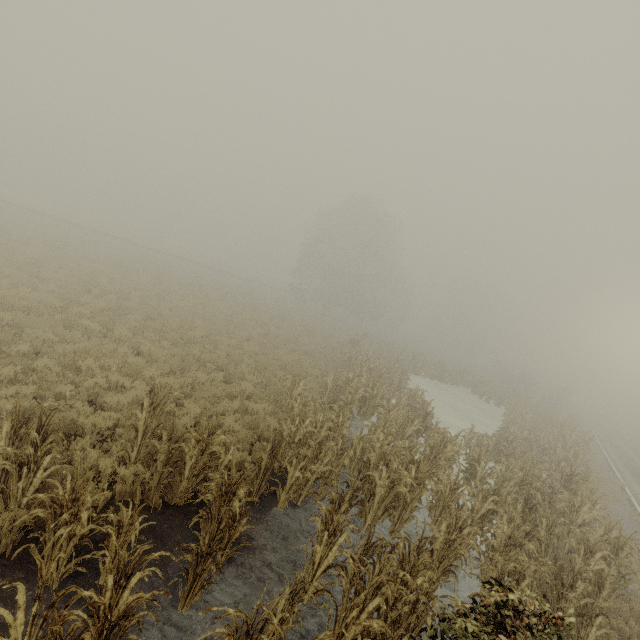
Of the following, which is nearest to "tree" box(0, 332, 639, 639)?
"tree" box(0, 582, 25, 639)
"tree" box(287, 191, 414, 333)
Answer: "tree" box(0, 582, 25, 639)

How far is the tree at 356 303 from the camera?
40.5 meters

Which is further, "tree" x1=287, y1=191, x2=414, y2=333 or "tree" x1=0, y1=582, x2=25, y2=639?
"tree" x1=287, y1=191, x2=414, y2=333

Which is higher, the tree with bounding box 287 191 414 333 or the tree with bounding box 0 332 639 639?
the tree with bounding box 287 191 414 333

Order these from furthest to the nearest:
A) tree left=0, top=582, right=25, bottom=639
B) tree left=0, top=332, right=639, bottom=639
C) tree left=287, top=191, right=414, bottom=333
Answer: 1. tree left=287, top=191, right=414, bottom=333
2. tree left=0, top=332, right=639, bottom=639
3. tree left=0, top=582, right=25, bottom=639

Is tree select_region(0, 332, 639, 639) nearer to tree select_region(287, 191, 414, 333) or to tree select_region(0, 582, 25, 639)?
tree select_region(0, 582, 25, 639)

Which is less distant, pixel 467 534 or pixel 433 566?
pixel 433 566

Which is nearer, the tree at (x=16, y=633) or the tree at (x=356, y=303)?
the tree at (x=16, y=633)
